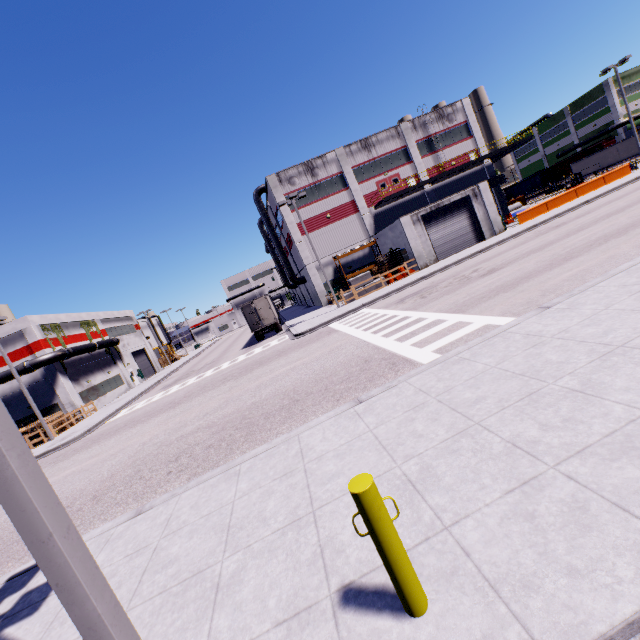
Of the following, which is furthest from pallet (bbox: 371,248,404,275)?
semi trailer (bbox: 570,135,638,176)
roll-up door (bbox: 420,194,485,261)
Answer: semi trailer (bbox: 570,135,638,176)

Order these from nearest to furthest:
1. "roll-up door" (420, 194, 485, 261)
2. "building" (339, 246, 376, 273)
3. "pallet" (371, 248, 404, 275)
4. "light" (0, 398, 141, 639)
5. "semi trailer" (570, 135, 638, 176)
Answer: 1. "light" (0, 398, 141, 639)
2. "roll-up door" (420, 194, 485, 261)
3. "pallet" (371, 248, 404, 275)
4. "building" (339, 246, 376, 273)
5. "semi trailer" (570, 135, 638, 176)

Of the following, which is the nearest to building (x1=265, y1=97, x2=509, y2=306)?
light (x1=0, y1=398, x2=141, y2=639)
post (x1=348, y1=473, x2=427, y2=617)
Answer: post (x1=348, y1=473, x2=427, y2=617)

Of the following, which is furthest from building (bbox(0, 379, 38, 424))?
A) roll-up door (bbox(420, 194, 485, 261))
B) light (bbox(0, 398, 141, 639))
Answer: light (bbox(0, 398, 141, 639))

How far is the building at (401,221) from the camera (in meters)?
28.91

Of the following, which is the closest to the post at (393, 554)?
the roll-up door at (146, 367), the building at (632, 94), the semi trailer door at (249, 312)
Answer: the building at (632, 94)

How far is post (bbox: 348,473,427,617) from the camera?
2.47m

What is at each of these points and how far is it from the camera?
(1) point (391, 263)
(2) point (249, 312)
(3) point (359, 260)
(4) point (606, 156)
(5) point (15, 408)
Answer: (1) pallet, 29.8m
(2) semi trailer door, 30.0m
(3) building, 35.7m
(4) semi trailer, 49.8m
(5) building, 30.3m
